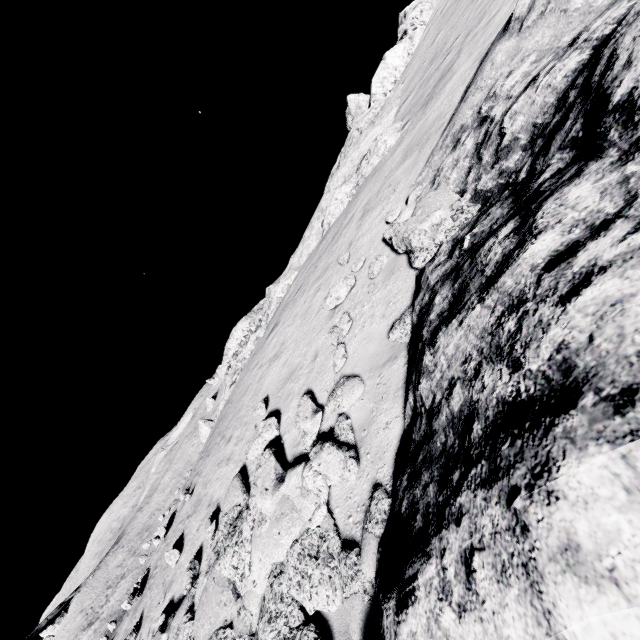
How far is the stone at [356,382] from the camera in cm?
631

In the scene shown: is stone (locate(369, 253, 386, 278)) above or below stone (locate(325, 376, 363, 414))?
above

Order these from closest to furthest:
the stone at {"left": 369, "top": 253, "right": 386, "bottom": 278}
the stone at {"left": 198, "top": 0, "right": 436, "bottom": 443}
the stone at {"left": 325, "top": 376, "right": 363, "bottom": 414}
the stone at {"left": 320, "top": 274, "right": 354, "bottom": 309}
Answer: the stone at {"left": 325, "top": 376, "right": 363, "bottom": 414}, the stone at {"left": 369, "top": 253, "right": 386, "bottom": 278}, the stone at {"left": 320, "top": 274, "right": 354, "bottom": 309}, the stone at {"left": 198, "top": 0, "right": 436, "bottom": 443}

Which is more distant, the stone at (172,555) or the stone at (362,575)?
the stone at (172,555)

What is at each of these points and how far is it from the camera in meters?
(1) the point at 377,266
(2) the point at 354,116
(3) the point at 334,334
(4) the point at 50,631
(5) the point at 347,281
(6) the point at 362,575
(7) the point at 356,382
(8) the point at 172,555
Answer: (1) stone, 8.0
(2) stone, 25.4
(3) stone, 8.0
(4) stone, 59.0
(5) stone, 8.6
(6) stone, 4.2
(7) stone, 6.4
(8) stone, 9.7

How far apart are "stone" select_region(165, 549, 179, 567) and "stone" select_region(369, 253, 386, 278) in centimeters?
994cm

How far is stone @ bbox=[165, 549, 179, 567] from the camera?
9.6 meters

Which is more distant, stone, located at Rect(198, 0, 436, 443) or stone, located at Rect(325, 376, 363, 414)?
stone, located at Rect(198, 0, 436, 443)
